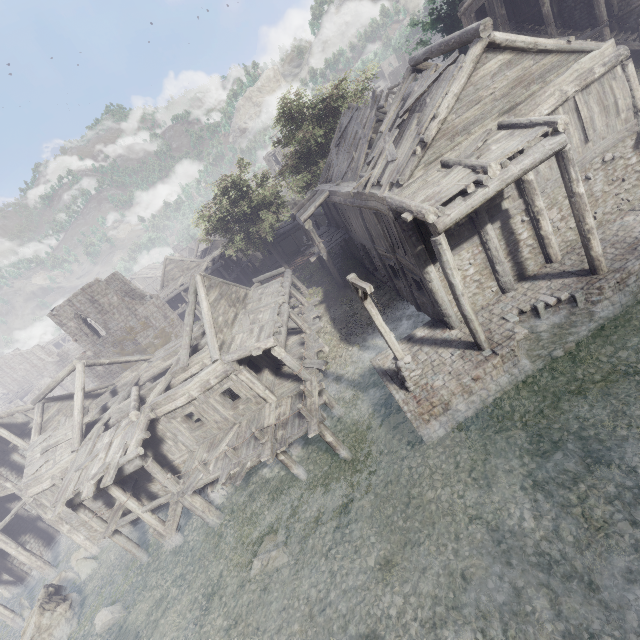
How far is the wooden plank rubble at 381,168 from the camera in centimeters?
1064cm

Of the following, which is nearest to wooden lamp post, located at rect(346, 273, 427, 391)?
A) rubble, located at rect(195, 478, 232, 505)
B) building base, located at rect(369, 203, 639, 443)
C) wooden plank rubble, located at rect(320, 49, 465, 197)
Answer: building base, located at rect(369, 203, 639, 443)

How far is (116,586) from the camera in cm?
1549

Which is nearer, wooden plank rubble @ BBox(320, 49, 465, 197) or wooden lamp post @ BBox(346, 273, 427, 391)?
wooden lamp post @ BBox(346, 273, 427, 391)

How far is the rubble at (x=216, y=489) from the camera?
15.44m

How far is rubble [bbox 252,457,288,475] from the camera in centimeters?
1459cm

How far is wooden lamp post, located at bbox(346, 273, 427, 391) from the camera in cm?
962

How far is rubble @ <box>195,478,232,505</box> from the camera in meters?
15.4
